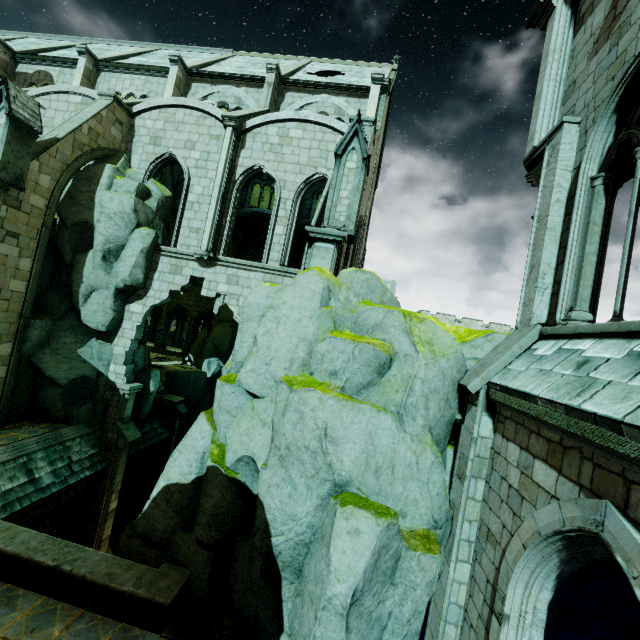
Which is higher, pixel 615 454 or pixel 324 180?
pixel 324 180

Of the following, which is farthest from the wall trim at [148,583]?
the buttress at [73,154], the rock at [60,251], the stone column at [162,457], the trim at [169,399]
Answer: the stone column at [162,457]

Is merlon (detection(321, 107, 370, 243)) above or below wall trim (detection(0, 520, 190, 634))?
above

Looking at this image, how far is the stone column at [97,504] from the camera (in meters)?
14.21

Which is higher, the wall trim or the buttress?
the buttress

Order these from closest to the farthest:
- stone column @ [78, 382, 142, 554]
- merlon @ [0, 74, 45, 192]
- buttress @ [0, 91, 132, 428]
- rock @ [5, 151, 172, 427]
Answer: merlon @ [0, 74, 45, 192], buttress @ [0, 91, 132, 428], rock @ [5, 151, 172, 427], stone column @ [78, 382, 142, 554]

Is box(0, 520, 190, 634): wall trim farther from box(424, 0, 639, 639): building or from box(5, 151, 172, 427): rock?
box(424, 0, 639, 639): building

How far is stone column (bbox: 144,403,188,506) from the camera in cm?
1897
